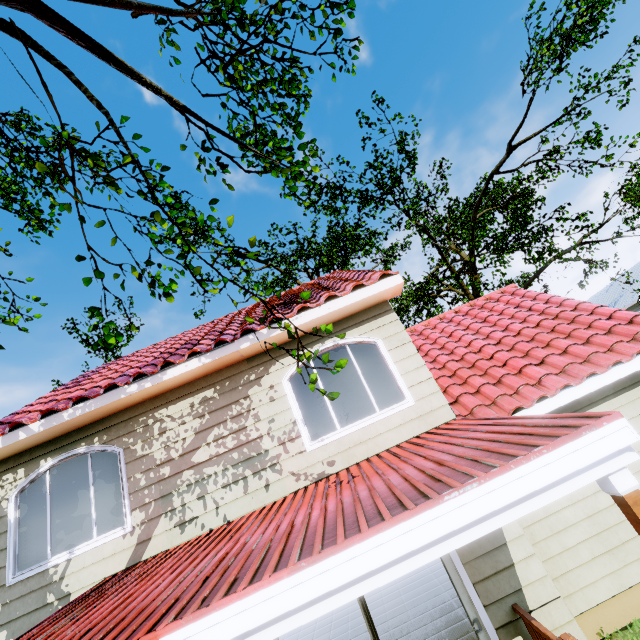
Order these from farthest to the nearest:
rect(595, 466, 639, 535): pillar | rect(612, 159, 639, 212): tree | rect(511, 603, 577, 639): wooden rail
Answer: rect(612, 159, 639, 212): tree, rect(511, 603, 577, 639): wooden rail, rect(595, 466, 639, 535): pillar

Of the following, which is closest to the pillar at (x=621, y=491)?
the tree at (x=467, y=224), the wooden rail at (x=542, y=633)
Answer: the wooden rail at (x=542, y=633)

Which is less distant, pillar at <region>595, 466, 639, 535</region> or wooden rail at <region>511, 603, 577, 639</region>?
pillar at <region>595, 466, 639, 535</region>

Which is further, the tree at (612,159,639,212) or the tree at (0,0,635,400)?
the tree at (612,159,639,212)

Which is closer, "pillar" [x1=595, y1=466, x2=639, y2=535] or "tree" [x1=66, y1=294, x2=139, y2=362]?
"pillar" [x1=595, y1=466, x2=639, y2=535]

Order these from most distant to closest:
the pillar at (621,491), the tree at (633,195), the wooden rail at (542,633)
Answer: the tree at (633,195) < the wooden rail at (542,633) < the pillar at (621,491)

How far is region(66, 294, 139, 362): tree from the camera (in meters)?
3.33

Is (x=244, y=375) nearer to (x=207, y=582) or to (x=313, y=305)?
(x=313, y=305)
